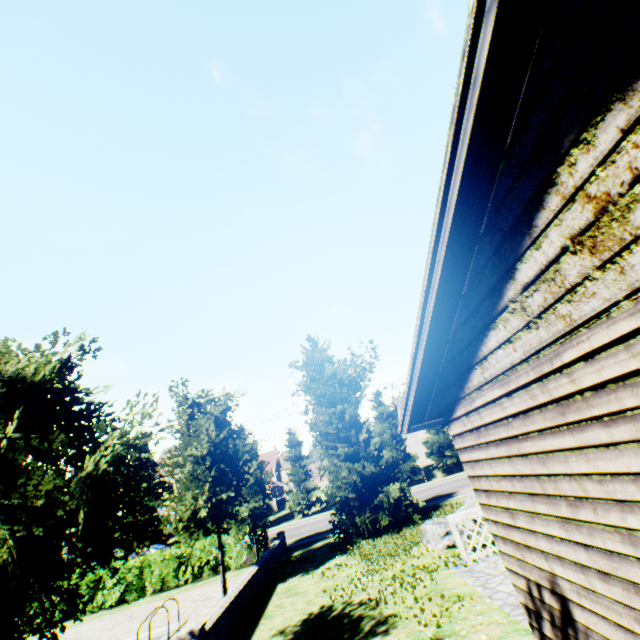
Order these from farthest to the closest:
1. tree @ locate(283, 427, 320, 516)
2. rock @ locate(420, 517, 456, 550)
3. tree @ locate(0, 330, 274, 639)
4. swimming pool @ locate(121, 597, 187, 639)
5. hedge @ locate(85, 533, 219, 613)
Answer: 1. tree @ locate(283, 427, 320, 516)
2. hedge @ locate(85, 533, 219, 613)
3. rock @ locate(420, 517, 456, 550)
4. swimming pool @ locate(121, 597, 187, 639)
5. tree @ locate(0, 330, 274, 639)

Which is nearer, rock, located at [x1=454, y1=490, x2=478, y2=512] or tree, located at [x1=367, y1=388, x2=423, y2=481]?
rock, located at [x1=454, y1=490, x2=478, y2=512]

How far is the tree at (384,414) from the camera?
34.2m

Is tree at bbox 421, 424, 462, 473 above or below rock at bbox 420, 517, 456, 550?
above

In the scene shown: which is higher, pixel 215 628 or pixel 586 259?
pixel 586 259

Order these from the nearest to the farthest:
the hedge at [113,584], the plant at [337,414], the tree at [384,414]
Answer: the plant at [337,414], the hedge at [113,584], the tree at [384,414]

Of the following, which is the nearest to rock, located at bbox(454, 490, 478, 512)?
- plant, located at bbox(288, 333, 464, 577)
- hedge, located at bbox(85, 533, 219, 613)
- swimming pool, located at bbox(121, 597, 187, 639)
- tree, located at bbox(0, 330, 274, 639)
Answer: plant, located at bbox(288, 333, 464, 577)

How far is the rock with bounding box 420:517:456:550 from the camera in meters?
10.4
